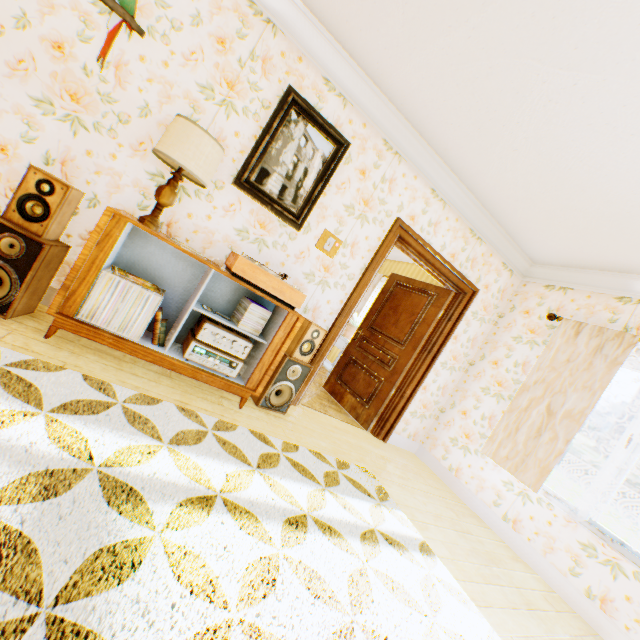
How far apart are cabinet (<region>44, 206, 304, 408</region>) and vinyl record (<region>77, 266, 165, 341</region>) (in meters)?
0.01

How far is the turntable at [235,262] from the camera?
2.51m

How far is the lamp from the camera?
2.18m

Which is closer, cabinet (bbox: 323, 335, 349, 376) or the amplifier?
the amplifier

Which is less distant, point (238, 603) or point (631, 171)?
point (238, 603)

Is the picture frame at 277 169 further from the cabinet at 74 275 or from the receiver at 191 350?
the receiver at 191 350

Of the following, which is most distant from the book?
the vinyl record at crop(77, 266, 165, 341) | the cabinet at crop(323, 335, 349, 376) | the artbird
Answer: the cabinet at crop(323, 335, 349, 376)

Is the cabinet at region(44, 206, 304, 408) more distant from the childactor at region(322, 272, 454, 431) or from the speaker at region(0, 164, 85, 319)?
the childactor at region(322, 272, 454, 431)
